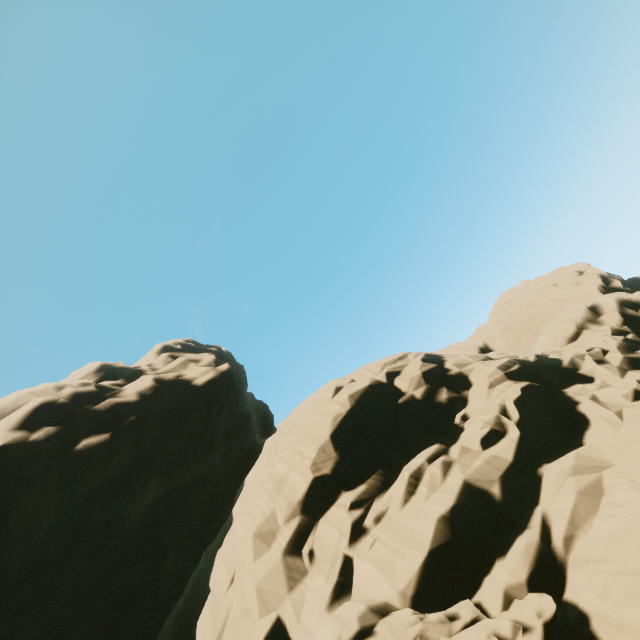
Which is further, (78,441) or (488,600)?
(78,441)
